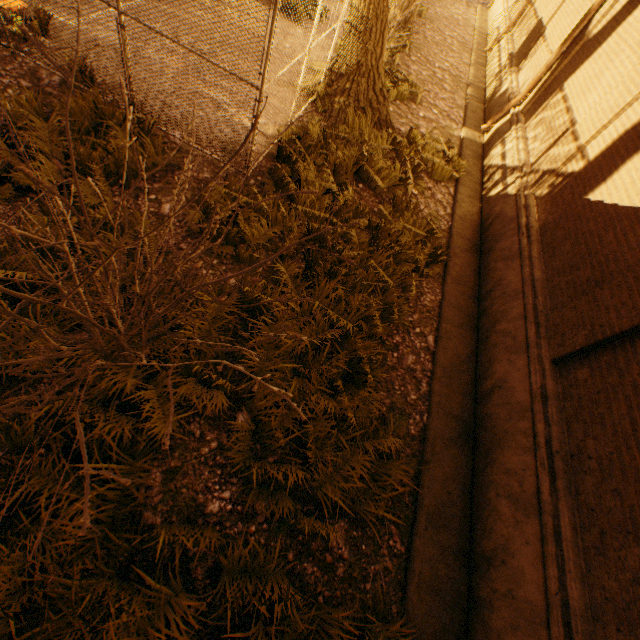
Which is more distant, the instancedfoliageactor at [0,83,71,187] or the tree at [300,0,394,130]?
the tree at [300,0,394,130]

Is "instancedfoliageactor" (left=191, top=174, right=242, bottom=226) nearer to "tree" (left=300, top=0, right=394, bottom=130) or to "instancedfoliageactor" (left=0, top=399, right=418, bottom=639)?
"tree" (left=300, top=0, right=394, bottom=130)

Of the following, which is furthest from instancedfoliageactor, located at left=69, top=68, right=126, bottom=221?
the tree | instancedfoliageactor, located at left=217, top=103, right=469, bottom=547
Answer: the tree

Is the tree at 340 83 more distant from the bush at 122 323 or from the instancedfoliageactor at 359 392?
the bush at 122 323

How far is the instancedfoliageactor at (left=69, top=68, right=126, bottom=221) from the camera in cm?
426

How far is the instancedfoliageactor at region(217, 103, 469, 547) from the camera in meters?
3.5

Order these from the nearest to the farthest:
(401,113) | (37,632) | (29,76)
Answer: (37,632)
(29,76)
(401,113)

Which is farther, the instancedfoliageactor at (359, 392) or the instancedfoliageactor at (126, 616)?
the instancedfoliageactor at (359, 392)
